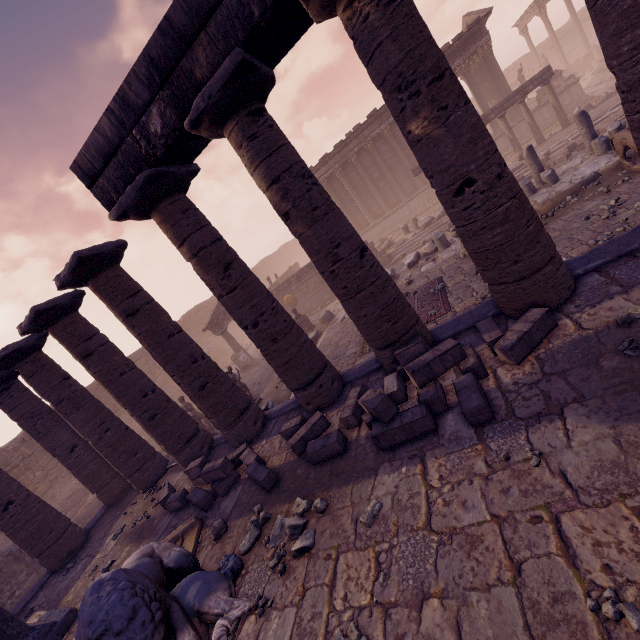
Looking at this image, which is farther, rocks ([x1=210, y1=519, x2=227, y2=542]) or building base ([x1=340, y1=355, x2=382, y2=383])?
building base ([x1=340, y1=355, x2=382, y2=383])

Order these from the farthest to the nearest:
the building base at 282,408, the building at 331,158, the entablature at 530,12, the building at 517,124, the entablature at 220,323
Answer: the entablature at 530,12 → the building at 331,158 → the building at 517,124 → the entablature at 220,323 → the building base at 282,408

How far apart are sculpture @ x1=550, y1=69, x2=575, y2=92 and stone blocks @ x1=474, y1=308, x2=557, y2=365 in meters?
22.9

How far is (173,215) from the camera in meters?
5.9

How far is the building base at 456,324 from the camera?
5.7 meters

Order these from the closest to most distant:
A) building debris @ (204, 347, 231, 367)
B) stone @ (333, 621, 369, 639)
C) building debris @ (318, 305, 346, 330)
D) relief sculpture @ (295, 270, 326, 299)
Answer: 1. stone @ (333, 621, 369, 639)
2. building debris @ (318, 305, 346, 330)
3. relief sculpture @ (295, 270, 326, 299)
4. building debris @ (204, 347, 231, 367)

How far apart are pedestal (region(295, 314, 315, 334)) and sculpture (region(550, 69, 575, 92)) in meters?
20.1 m

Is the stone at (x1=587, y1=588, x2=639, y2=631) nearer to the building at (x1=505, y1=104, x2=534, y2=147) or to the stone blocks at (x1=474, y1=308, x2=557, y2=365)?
the stone blocks at (x1=474, y1=308, x2=557, y2=365)
